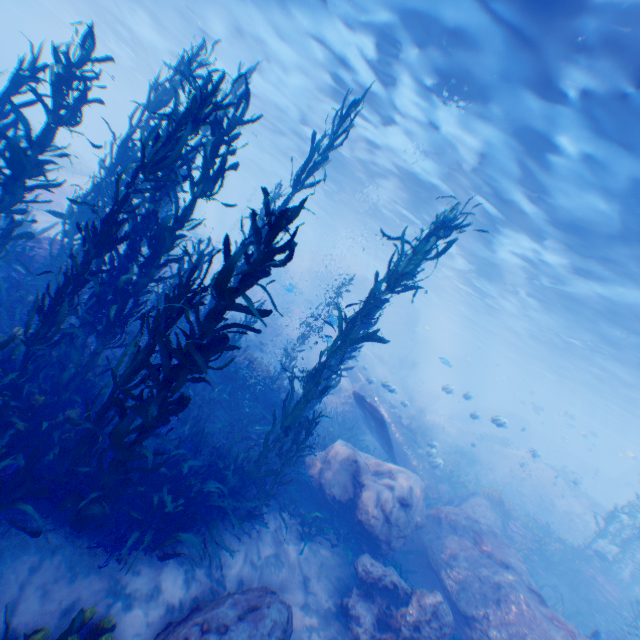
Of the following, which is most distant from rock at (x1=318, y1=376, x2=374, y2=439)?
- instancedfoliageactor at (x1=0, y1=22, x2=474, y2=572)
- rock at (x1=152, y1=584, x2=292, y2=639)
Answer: rock at (x1=152, y1=584, x2=292, y2=639)

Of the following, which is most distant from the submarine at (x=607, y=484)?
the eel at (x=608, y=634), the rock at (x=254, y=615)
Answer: the rock at (x=254, y=615)

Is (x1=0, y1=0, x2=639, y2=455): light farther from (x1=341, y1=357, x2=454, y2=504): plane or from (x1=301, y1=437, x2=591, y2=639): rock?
(x1=341, y1=357, x2=454, y2=504): plane

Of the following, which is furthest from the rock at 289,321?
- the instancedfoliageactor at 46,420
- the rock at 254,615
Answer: the rock at 254,615

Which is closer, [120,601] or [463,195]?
[120,601]

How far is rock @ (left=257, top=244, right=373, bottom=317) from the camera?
30.4 meters

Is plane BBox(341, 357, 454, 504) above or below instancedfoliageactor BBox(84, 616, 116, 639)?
above
